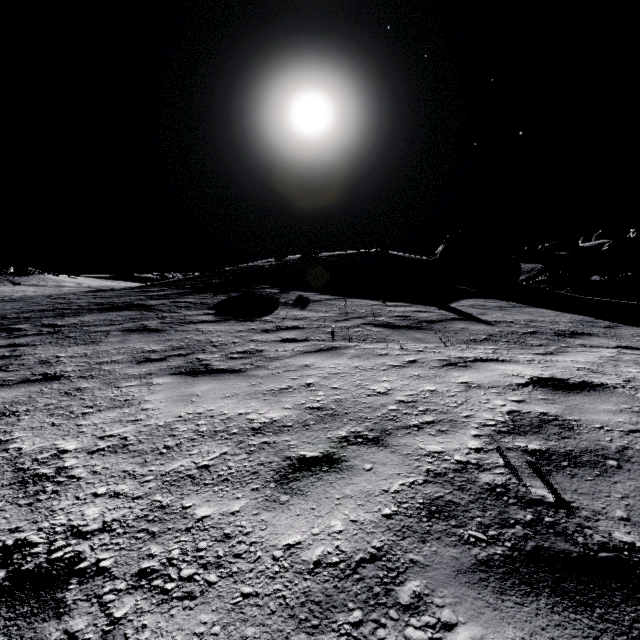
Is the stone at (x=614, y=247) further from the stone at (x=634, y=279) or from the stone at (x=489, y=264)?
the stone at (x=489, y=264)

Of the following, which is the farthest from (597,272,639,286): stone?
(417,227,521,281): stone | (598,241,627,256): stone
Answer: (417,227,521,281): stone

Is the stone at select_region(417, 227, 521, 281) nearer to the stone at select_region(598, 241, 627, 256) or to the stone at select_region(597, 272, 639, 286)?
the stone at select_region(597, 272, 639, 286)

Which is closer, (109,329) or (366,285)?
(109,329)

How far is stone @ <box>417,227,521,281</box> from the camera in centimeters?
1839cm

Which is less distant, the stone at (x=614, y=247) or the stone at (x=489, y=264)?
the stone at (x=489, y=264)

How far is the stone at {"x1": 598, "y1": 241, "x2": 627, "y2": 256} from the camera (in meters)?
55.56

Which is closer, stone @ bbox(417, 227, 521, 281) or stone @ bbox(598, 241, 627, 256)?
stone @ bbox(417, 227, 521, 281)
